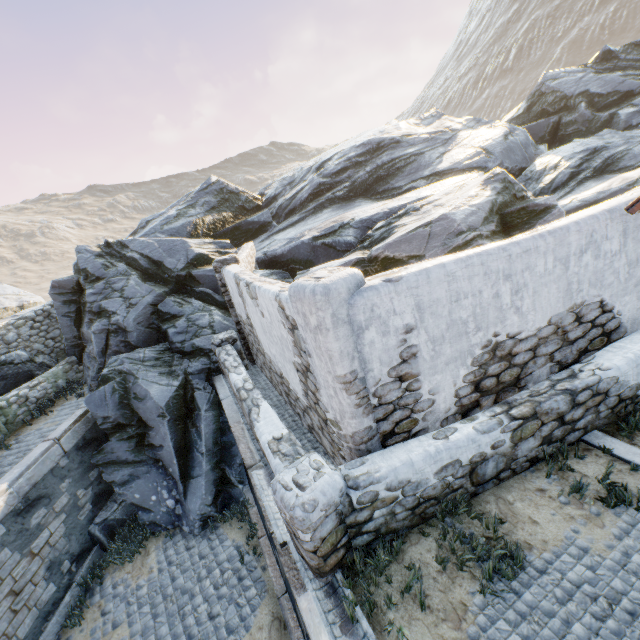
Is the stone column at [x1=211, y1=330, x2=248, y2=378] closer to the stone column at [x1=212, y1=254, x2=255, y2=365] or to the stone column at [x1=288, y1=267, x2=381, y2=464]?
the stone column at [x1=212, y1=254, x2=255, y2=365]

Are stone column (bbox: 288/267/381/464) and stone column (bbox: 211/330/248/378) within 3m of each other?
no

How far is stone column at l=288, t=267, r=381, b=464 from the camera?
→ 3.4m

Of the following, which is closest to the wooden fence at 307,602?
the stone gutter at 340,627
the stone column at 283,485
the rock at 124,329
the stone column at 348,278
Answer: the stone gutter at 340,627

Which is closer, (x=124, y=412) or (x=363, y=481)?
(x=363, y=481)

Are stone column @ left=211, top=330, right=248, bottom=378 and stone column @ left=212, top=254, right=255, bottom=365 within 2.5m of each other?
yes

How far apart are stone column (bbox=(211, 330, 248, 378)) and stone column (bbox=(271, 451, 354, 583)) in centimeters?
548cm

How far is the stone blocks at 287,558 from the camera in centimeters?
384cm
